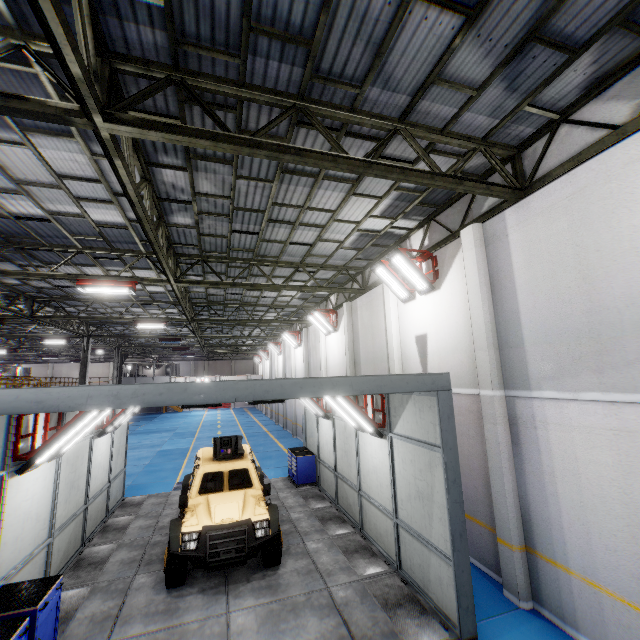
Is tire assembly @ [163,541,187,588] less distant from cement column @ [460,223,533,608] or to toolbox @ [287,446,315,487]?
toolbox @ [287,446,315,487]

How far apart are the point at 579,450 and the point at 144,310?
19.20m

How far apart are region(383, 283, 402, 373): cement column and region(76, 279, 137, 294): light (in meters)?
8.63

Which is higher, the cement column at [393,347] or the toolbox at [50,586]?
the cement column at [393,347]

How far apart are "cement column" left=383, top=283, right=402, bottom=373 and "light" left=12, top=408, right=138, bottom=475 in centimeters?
792cm

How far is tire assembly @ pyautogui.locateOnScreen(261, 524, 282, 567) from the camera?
7.23m

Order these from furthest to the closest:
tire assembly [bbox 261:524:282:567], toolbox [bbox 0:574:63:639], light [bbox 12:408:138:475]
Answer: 1. tire assembly [bbox 261:524:282:567]
2. light [bbox 12:408:138:475]
3. toolbox [bbox 0:574:63:639]

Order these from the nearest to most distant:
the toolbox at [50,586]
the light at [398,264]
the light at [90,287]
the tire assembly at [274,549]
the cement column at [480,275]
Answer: the toolbox at [50,586] → the cement column at [480,275] → the tire assembly at [274,549] → the light at [398,264] → the light at [90,287]
